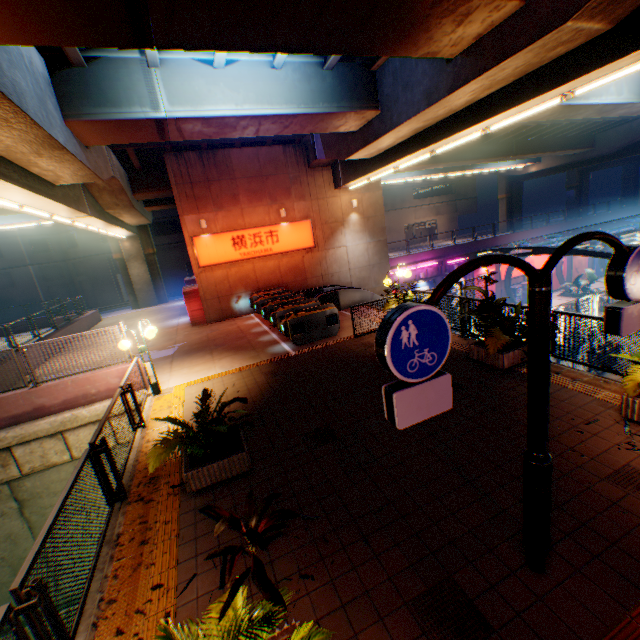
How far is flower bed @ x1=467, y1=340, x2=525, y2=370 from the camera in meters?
7.5

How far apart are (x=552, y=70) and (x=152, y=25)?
8.7 meters

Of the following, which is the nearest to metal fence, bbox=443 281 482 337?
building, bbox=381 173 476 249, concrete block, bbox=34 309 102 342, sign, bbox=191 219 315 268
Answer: concrete block, bbox=34 309 102 342

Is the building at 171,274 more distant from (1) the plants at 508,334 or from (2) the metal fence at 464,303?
(1) the plants at 508,334

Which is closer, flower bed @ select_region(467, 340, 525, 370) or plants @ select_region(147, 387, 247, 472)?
plants @ select_region(147, 387, 247, 472)

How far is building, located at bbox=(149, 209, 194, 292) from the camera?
37.8m

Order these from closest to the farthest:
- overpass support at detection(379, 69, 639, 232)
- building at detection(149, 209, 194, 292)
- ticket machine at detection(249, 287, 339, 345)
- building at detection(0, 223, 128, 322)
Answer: ticket machine at detection(249, 287, 339, 345)
overpass support at detection(379, 69, 639, 232)
building at detection(0, 223, 128, 322)
building at detection(149, 209, 194, 292)

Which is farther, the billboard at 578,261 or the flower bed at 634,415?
the billboard at 578,261
